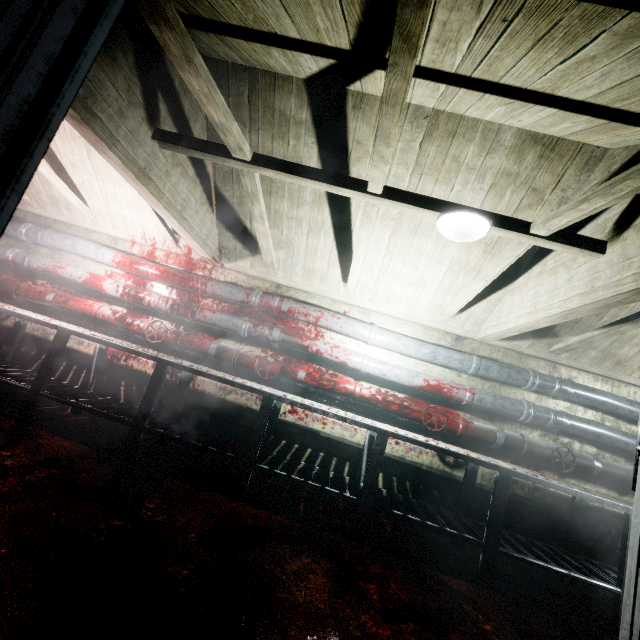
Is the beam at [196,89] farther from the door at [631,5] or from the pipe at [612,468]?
the pipe at [612,468]

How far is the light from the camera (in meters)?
1.92

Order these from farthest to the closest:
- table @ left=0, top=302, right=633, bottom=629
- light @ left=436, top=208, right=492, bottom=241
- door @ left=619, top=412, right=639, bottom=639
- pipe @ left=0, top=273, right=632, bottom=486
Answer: pipe @ left=0, top=273, right=632, bottom=486
table @ left=0, top=302, right=633, bottom=629
light @ left=436, top=208, right=492, bottom=241
door @ left=619, top=412, right=639, bottom=639

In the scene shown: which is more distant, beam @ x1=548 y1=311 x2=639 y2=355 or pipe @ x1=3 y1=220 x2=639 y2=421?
pipe @ x1=3 y1=220 x2=639 y2=421

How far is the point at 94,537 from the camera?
1.6m

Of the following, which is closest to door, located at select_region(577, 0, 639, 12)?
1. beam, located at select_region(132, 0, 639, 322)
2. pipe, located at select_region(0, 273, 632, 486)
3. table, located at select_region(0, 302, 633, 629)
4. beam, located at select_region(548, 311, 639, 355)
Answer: beam, located at select_region(132, 0, 639, 322)

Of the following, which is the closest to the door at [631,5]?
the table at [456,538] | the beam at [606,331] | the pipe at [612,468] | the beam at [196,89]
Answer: the beam at [196,89]

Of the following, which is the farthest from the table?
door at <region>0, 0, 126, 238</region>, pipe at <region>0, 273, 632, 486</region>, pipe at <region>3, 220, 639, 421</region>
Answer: door at <region>0, 0, 126, 238</region>
